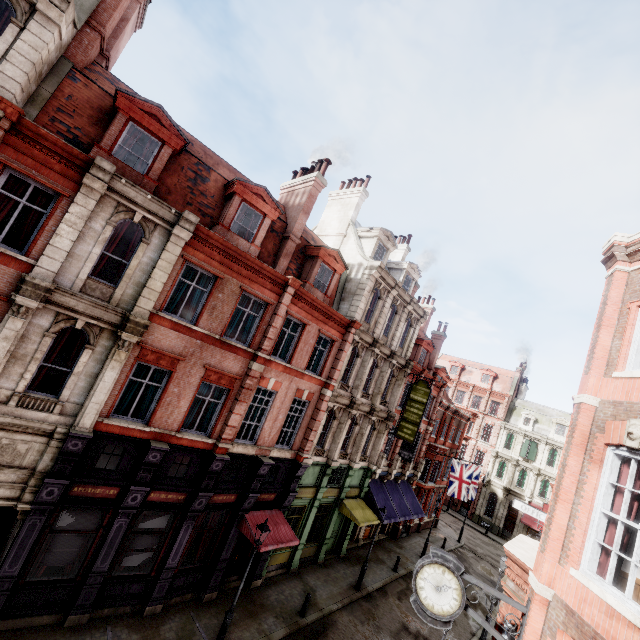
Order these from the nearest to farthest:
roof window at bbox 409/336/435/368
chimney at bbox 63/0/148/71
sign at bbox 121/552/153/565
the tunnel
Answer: the tunnel
chimney at bbox 63/0/148/71
sign at bbox 121/552/153/565
roof window at bbox 409/336/435/368

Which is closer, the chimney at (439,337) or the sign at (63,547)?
the sign at (63,547)

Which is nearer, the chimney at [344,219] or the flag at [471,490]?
the chimney at [344,219]

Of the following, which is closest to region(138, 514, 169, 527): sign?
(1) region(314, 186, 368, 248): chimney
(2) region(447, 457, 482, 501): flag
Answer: (1) region(314, 186, 368, 248): chimney

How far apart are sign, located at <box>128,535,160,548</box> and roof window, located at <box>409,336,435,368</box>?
20.73m

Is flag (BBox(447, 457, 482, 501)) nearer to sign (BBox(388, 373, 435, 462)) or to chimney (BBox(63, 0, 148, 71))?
sign (BBox(388, 373, 435, 462))

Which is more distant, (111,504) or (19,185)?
(111,504)

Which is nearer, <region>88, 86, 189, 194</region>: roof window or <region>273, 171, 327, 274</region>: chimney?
<region>88, 86, 189, 194</region>: roof window
